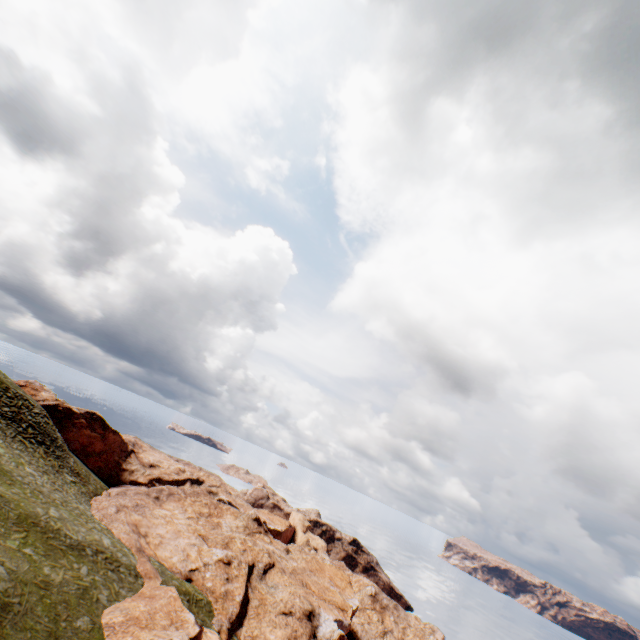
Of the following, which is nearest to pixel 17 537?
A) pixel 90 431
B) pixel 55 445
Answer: pixel 55 445
